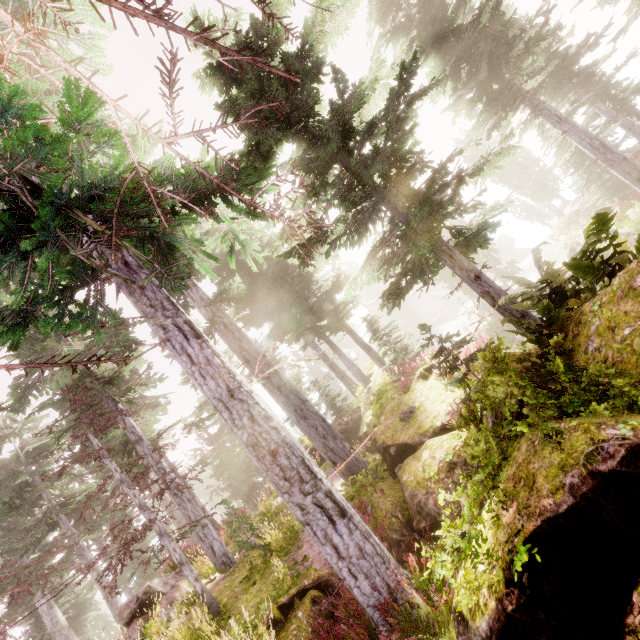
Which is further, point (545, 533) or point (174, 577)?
point (174, 577)

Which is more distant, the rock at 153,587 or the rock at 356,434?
the rock at 356,434

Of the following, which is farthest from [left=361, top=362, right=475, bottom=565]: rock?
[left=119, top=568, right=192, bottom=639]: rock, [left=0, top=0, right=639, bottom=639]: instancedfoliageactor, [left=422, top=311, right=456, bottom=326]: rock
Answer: [left=422, top=311, right=456, bottom=326]: rock

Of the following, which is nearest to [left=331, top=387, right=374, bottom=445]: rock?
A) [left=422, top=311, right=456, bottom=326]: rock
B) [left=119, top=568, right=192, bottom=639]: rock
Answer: [left=119, top=568, right=192, bottom=639]: rock

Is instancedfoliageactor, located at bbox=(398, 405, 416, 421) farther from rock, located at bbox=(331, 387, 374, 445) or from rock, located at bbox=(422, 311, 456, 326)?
rock, located at bbox=(422, 311, 456, 326)

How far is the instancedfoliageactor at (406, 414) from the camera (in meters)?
8.14

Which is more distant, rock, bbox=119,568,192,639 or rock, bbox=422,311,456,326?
rock, bbox=422,311,456,326

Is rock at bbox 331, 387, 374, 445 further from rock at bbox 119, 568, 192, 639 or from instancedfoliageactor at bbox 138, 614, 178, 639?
rock at bbox 119, 568, 192, 639
